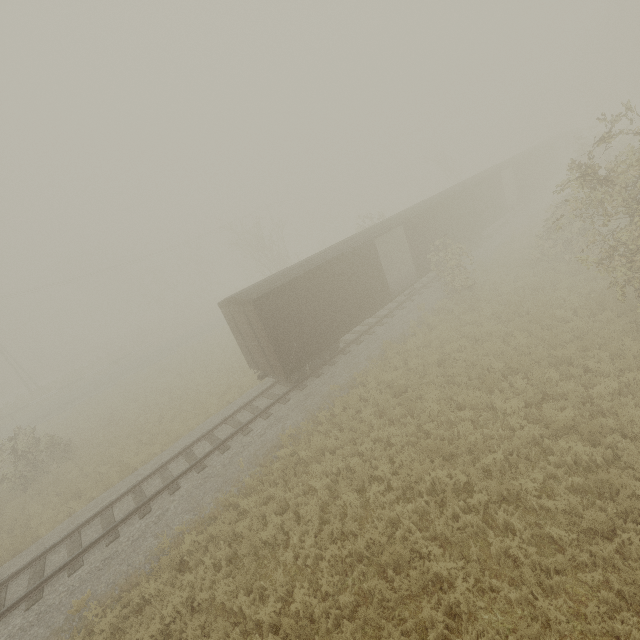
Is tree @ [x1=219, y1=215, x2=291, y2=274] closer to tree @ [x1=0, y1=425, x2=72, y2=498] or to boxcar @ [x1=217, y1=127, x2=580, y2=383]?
tree @ [x1=0, y1=425, x2=72, y2=498]

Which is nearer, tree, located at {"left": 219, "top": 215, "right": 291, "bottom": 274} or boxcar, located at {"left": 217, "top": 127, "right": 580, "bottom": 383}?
boxcar, located at {"left": 217, "top": 127, "right": 580, "bottom": 383}

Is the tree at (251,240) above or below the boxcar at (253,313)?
above

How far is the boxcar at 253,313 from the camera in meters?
13.5 m

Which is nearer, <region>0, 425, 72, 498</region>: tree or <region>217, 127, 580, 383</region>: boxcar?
<region>217, 127, 580, 383</region>: boxcar

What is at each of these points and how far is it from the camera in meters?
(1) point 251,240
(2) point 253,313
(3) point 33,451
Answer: (1) tree, 34.6 m
(2) boxcar, 12.9 m
(3) tree, 16.8 m

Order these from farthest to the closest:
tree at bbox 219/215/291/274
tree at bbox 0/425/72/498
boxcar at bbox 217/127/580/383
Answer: tree at bbox 219/215/291/274 → tree at bbox 0/425/72/498 → boxcar at bbox 217/127/580/383
